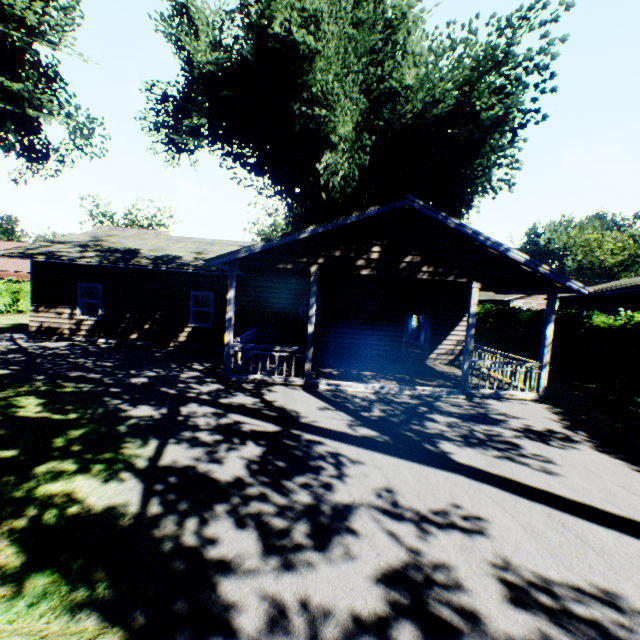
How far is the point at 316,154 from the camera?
19.1m

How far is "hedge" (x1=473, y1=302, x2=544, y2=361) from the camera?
16.86m

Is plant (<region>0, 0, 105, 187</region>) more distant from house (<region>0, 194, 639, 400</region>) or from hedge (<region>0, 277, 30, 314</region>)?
hedge (<region>0, 277, 30, 314</region>)

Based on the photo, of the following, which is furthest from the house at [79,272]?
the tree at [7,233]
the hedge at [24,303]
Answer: the tree at [7,233]

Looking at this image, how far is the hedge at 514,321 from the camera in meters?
16.9

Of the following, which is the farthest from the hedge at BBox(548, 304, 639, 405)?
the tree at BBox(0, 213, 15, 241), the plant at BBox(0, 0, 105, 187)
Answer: the plant at BBox(0, 0, 105, 187)

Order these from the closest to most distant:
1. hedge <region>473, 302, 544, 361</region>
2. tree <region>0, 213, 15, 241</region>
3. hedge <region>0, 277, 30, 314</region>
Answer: hedge <region>473, 302, 544, 361</region>, hedge <region>0, 277, 30, 314</region>, tree <region>0, 213, 15, 241</region>

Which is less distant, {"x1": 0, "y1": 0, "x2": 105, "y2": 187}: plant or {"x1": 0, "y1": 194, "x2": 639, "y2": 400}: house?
{"x1": 0, "y1": 194, "x2": 639, "y2": 400}: house
